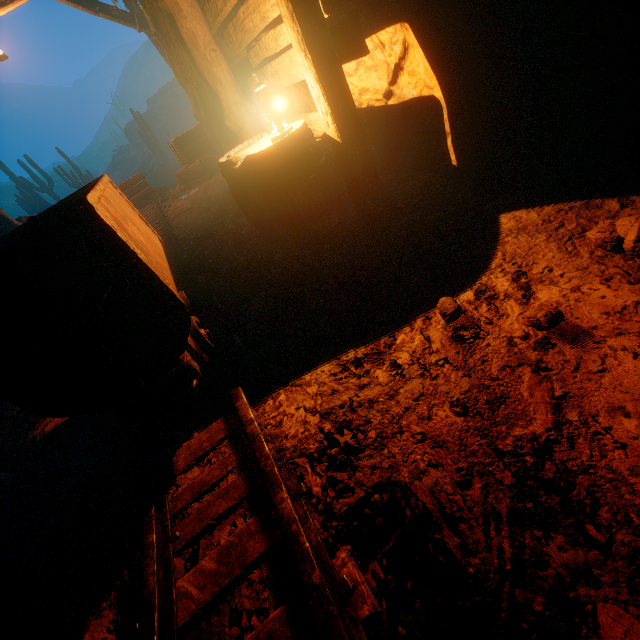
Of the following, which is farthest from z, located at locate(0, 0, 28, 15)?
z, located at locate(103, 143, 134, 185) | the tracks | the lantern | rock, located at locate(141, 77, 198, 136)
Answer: z, located at locate(103, 143, 134, 185)

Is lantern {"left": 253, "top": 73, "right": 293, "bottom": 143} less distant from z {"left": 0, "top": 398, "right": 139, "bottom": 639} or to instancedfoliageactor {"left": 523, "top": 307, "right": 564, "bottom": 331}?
z {"left": 0, "top": 398, "right": 139, "bottom": 639}

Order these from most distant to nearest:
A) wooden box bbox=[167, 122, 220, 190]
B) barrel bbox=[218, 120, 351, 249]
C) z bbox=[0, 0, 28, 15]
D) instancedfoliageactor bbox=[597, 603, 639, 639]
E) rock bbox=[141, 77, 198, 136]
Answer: rock bbox=[141, 77, 198, 136], wooden box bbox=[167, 122, 220, 190], z bbox=[0, 0, 28, 15], barrel bbox=[218, 120, 351, 249], instancedfoliageactor bbox=[597, 603, 639, 639]

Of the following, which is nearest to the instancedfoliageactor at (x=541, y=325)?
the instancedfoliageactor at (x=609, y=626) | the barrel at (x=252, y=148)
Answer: the instancedfoliageactor at (x=609, y=626)

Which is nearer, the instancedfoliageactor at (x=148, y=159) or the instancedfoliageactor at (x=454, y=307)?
the instancedfoliageactor at (x=454, y=307)

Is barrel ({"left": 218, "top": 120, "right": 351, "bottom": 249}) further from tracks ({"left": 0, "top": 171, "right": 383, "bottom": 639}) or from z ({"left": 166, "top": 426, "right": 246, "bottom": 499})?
tracks ({"left": 0, "top": 171, "right": 383, "bottom": 639})

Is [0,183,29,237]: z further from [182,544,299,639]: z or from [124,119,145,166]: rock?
[182,544,299,639]: z

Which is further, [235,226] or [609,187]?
[235,226]
